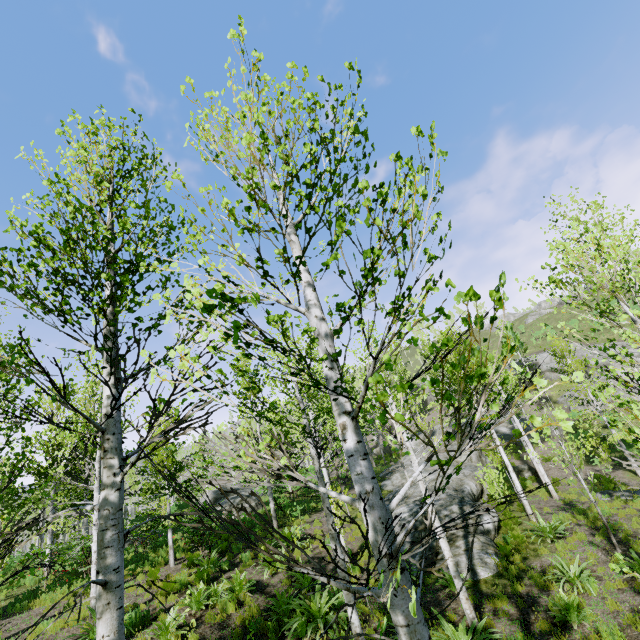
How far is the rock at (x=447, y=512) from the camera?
13.6m

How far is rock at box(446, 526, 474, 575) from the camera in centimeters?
1036cm

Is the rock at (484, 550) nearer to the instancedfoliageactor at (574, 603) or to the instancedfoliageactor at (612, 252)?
the instancedfoliageactor at (612, 252)

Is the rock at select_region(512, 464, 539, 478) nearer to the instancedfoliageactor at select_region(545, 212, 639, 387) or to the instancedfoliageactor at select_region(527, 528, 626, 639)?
the instancedfoliageactor at select_region(545, 212, 639, 387)

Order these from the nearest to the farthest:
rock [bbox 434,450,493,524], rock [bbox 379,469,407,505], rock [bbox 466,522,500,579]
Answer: rock [bbox 466,522,500,579], rock [bbox 434,450,493,524], rock [bbox 379,469,407,505]

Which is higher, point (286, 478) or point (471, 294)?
point (471, 294)
